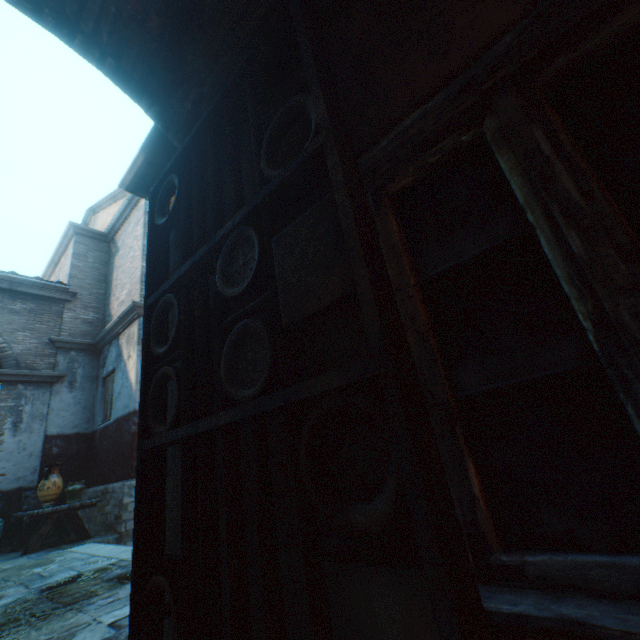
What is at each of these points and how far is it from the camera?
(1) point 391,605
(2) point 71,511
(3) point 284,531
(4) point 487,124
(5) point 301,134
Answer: (1) building, 0.8m
(2) table, 6.4m
(3) building, 1.1m
(4) building, 1.0m
(5) building, 1.4m

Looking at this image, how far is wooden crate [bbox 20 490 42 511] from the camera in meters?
6.7

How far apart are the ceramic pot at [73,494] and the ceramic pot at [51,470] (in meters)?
0.61

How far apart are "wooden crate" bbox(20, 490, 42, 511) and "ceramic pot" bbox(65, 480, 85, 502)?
0.2m

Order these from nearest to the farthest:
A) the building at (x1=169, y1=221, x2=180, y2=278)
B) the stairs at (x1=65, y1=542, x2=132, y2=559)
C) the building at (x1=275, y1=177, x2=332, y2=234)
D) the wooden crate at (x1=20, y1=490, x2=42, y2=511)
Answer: the building at (x1=275, y1=177, x2=332, y2=234), the building at (x1=169, y1=221, x2=180, y2=278), the stairs at (x1=65, y1=542, x2=132, y2=559), the wooden crate at (x1=20, y1=490, x2=42, y2=511)

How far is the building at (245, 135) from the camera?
1.6 meters

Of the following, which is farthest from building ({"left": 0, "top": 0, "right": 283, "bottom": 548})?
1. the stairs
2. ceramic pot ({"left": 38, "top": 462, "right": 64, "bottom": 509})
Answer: ceramic pot ({"left": 38, "top": 462, "right": 64, "bottom": 509})
